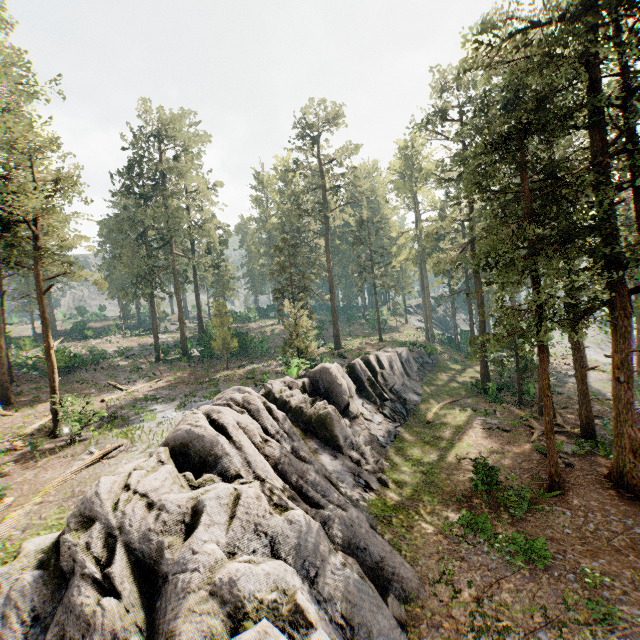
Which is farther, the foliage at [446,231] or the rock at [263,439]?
the foliage at [446,231]

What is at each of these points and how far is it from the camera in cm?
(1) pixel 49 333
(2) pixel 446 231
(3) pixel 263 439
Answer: (1) foliage, 1877
(2) foliage, 4800
(3) rock, 1364

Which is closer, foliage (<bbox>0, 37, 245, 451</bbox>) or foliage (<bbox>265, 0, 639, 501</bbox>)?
foliage (<bbox>265, 0, 639, 501</bbox>)

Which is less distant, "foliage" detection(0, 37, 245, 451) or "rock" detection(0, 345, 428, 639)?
"rock" detection(0, 345, 428, 639)

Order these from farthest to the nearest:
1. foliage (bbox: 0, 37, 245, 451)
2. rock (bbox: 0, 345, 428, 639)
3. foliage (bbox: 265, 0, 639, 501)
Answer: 1. foliage (bbox: 0, 37, 245, 451)
2. foliage (bbox: 265, 0, 639, 501)
3. rock (bbox: 0, 345, 428, 639)

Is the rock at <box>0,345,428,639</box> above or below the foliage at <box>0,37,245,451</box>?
below

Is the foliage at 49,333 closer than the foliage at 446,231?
No
